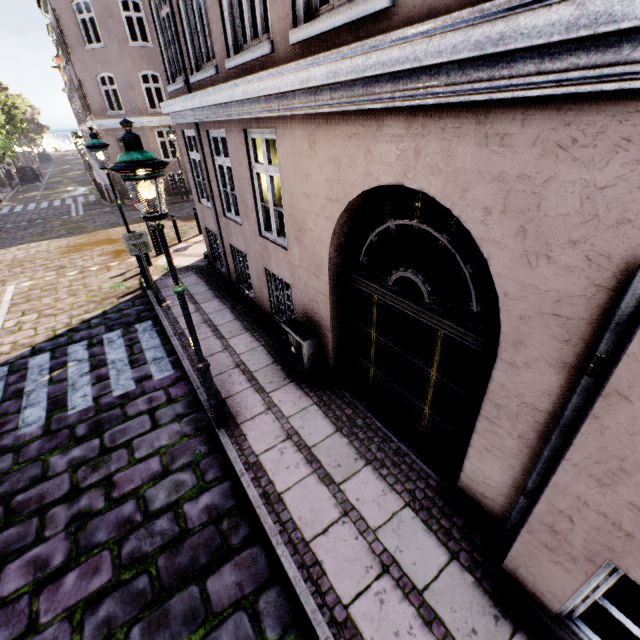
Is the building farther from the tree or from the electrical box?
the tree

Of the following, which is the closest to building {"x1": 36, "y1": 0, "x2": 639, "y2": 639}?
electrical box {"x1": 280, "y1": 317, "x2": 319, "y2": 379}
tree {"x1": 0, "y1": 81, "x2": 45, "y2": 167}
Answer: electrical box {"x1": 280, "y1": 317, "x2": 319, "y2": 379}

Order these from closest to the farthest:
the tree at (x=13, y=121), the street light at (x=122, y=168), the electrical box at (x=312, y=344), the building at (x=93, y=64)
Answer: the building at (x=93, y=64) < the street light at (x=122, y=168) < the electrical box at (x=312, y=344) < the tree at (x=13, y=121)

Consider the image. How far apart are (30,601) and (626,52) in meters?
6.3

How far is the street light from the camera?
2.9 meters

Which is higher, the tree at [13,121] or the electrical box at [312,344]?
the tree at [13,121]

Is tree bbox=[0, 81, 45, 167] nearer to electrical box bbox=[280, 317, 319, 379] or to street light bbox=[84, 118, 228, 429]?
street light bbox=[84, 118, 228, 429]
